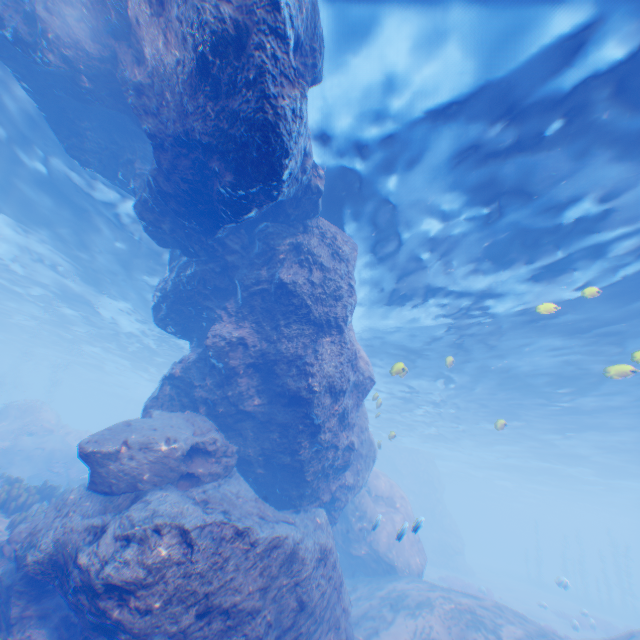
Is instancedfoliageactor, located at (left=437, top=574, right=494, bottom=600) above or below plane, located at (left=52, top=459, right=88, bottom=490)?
below

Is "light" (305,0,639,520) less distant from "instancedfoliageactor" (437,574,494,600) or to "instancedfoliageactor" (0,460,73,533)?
"instancedfoliageactor" (437,574,494,600)

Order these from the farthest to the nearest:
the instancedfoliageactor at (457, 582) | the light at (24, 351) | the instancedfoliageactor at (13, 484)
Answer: the instancedfoliageactor at (457, 582)
the light at (24, 351)
the instancedfoliageactor at (13, 484)

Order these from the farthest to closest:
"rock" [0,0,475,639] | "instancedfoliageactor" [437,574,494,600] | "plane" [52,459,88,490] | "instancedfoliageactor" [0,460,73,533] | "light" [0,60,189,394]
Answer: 1. "instancedfoliageactor" [437,574,494,600]
2. "plane" [52,459,88,490]
3. "light" [0,60,189,394]
4. "instancedfoliageactor" [0,460,73,533]
5. "rock" [0,0,475,639]

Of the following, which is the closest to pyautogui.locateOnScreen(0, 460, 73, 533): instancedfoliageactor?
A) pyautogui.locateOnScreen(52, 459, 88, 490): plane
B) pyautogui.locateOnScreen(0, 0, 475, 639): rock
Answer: pyautogui.locateOnScreen(0, 0, 475, 639): rock

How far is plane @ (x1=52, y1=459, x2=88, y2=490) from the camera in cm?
1905

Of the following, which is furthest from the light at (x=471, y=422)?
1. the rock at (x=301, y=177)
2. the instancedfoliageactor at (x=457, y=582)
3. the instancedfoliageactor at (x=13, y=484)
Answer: the instancedfoliageactor at (x=13, y=484)

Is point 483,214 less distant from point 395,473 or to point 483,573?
point 395,473
